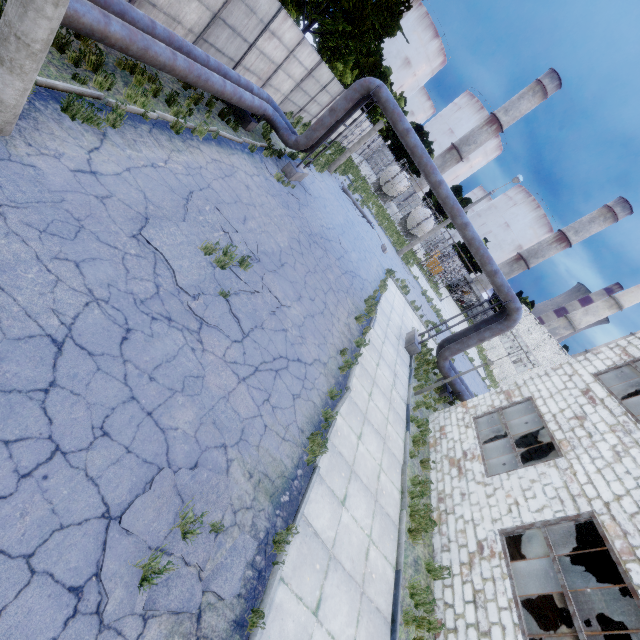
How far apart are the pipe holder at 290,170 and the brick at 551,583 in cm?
1896

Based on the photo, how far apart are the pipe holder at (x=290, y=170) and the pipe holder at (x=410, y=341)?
9.68m

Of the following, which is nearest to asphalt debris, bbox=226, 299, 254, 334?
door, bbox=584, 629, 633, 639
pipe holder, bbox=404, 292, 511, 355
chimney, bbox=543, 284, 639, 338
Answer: pipe holder, bbox=404, 292, 511, 355

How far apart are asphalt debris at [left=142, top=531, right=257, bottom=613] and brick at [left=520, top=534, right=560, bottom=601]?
14.7m

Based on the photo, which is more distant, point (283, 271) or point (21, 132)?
point (283, 271)

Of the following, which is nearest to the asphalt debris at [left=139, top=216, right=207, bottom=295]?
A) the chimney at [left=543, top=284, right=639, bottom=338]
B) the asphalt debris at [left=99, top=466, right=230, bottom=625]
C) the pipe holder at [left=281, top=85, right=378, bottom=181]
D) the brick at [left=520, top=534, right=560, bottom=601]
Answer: the asphalt debris at [left=99, top=466, right=230, bottom=625]

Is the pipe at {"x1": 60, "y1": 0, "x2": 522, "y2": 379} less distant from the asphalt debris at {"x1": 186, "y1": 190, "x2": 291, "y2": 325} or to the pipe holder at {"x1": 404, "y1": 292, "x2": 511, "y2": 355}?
the pipe holder at {"x1": 404, "y1": 292, "x2": 511, "y2": 355}

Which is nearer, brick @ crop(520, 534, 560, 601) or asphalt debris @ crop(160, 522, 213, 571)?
asphalt debris @ crop(160, 522, 213, 571)
